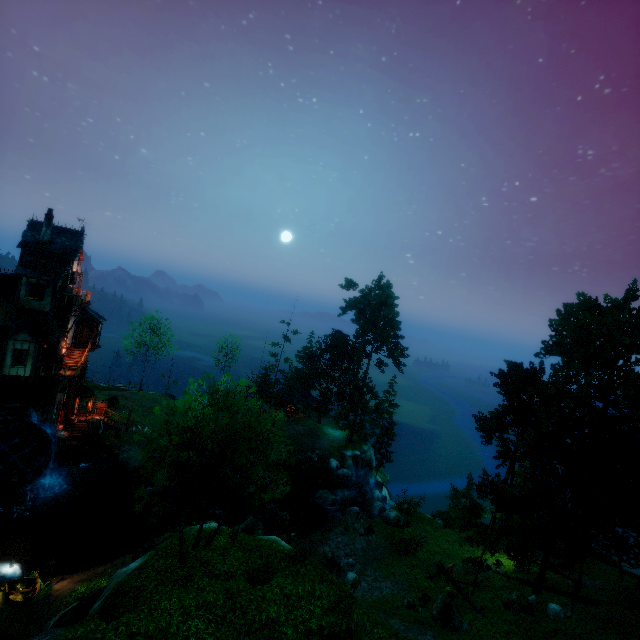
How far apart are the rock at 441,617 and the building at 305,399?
33.0m

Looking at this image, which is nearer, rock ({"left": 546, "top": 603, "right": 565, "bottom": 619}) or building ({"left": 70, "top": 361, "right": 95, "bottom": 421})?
rock ({"left": 546, "top": 603, "right": 565, "bottom": 619})

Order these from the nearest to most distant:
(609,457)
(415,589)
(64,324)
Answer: (415,589) → (609,457) → (64,324)

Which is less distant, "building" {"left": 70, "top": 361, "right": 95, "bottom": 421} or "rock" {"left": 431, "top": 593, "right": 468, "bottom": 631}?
"rock" {"left": 431, "top": 593, "right": 468, "bottom": 631}

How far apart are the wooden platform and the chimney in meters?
17.6

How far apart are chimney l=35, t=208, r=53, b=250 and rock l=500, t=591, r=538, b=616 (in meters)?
42.70

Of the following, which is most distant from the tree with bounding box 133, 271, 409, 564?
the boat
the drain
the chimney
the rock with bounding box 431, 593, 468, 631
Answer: the chimney

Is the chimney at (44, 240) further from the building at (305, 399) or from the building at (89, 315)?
the building at (305, 399)
